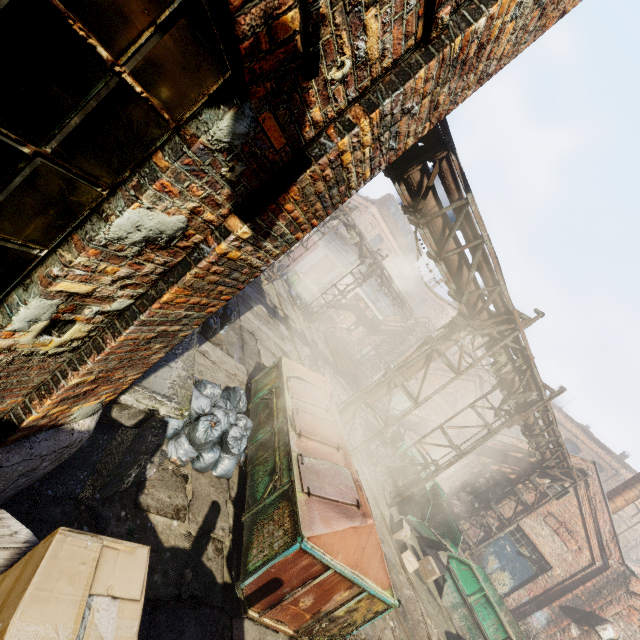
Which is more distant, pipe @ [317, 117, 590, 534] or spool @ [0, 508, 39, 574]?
pipe @ [317, 117, 590, 534]

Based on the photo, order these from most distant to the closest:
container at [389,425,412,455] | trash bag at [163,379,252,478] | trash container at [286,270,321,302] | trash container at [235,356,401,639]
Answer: trash container at [286,270,321,302] < container at [389,425,412,455] < trash bag at [163,379,252,478] < trash container at [235,356,401,639]

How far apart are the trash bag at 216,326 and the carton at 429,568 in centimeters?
809cm

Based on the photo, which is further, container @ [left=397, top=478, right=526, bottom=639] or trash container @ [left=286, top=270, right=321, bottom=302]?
trash container @ [left=286, top=270, right=321, bottom=302]

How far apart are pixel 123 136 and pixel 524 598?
20.1m

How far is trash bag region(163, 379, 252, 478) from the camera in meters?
4.9 m

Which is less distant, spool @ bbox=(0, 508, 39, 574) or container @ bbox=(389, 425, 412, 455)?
spool @ bbox=(0, 508, 39, 574)

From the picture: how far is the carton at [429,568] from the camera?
9.3m
